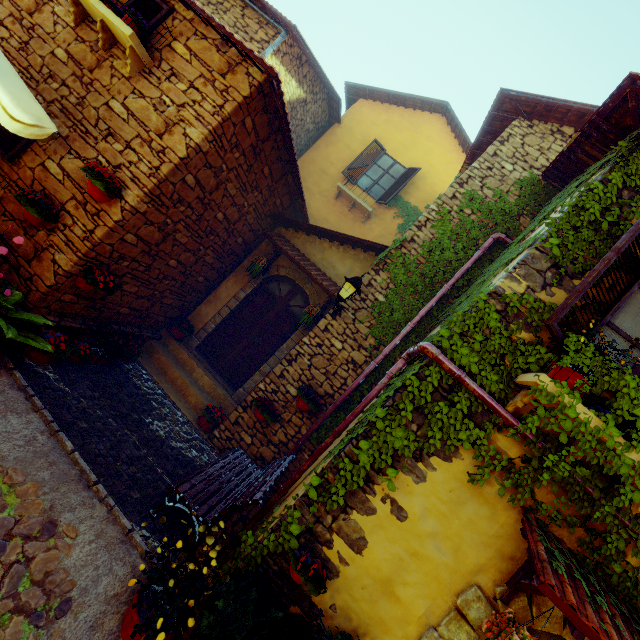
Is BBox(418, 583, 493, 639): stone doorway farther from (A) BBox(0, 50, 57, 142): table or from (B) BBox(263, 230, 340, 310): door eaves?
(A) BBox(0, 50, 57, 142): table

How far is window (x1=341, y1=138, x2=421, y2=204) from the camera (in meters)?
10.42

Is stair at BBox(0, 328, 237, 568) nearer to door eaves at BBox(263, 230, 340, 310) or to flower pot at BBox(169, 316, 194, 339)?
flower pot at BBox(169, 316, 194, 339)

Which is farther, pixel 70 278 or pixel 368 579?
pixel 70 278

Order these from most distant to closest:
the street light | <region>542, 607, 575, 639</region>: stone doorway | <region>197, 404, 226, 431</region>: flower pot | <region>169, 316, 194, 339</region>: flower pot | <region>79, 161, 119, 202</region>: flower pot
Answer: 1. <region>169, 316, 194, 339</region>: flower pot
2. <region>197, 404, 226, 431</region>: flower pot
3. the street light
4. <region>79, 161, 119, 202</region>: flower pot
5. <region>542, 607, 575, 639</region>: stone doorway

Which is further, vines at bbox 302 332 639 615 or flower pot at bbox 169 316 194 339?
flower pot at bbox 169 316 194 339

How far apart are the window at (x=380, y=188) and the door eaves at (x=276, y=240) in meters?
4.1

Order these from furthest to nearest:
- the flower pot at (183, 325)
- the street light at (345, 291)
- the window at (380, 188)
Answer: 1. the window at (380, 188)
2. the flower pot at (183, 325)
3. the street light at (345, 291)
